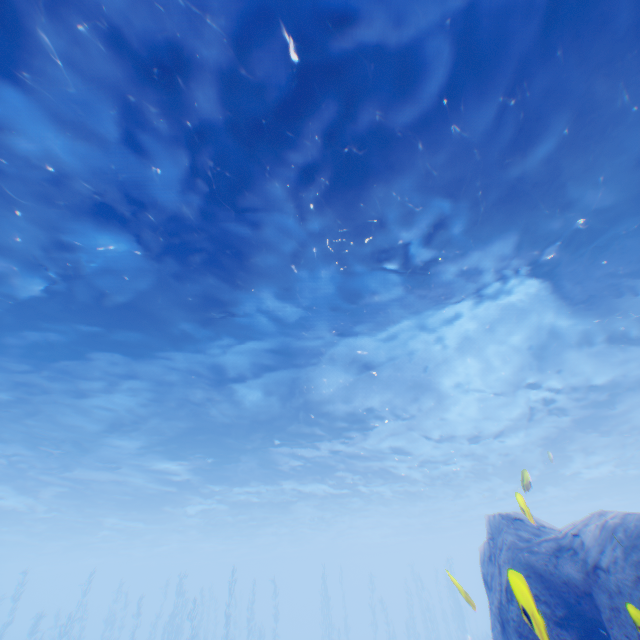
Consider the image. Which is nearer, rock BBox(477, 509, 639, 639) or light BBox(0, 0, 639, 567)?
rock BBox(477, 509, 639, 639)

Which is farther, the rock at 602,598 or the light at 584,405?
the light at 584,405

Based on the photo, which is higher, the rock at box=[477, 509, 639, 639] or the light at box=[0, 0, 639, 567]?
the light at box=[0, 0, 639, 567]

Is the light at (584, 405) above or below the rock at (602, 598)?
above

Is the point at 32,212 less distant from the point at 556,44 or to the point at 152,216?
the point at 152,216
